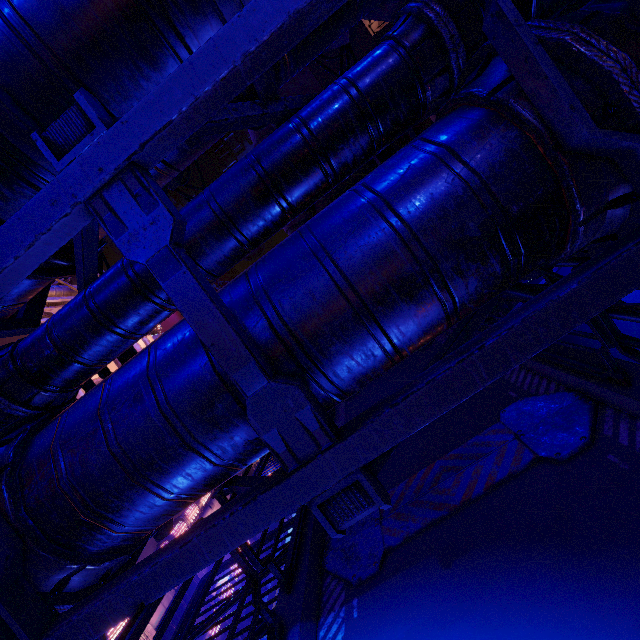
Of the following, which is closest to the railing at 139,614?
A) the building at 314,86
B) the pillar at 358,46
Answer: the building at 314,86

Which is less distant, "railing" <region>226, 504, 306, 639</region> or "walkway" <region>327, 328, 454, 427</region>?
"railing" <region>226, 504, 306, 639</region>

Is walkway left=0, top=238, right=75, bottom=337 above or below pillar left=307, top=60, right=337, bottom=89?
below

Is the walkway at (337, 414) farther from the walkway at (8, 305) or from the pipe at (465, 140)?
the walkway at (8, 305)

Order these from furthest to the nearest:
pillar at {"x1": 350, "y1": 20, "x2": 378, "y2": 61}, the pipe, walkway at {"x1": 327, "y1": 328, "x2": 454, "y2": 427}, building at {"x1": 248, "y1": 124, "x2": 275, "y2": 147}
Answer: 1. building at {"x1": 248, "y1": 124, "x2": 275, "y2": 147}
2. pillar at {"x1": 350, "y1": 20, "x2": 378, "y2": 61}
3. walkway at {"x1": 327, "y1": 328, "x2": 454, "y2": 427}
4. the pipe

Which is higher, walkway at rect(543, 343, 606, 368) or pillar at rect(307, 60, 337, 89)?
pillar at rect(307, 60, 337, 89)

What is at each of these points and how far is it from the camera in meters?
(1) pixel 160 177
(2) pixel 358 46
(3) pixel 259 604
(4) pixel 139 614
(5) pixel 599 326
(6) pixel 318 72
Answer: (1) walkway, 2.9
(2) pillar, 16.2
(3) railing, 2.8
(4) railing, 2.0
(5) railing, 2.6
(6) pillar, 16.5

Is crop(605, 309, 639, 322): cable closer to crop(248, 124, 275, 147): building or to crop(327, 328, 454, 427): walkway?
crop(327, 328, 454, 427): walkway
